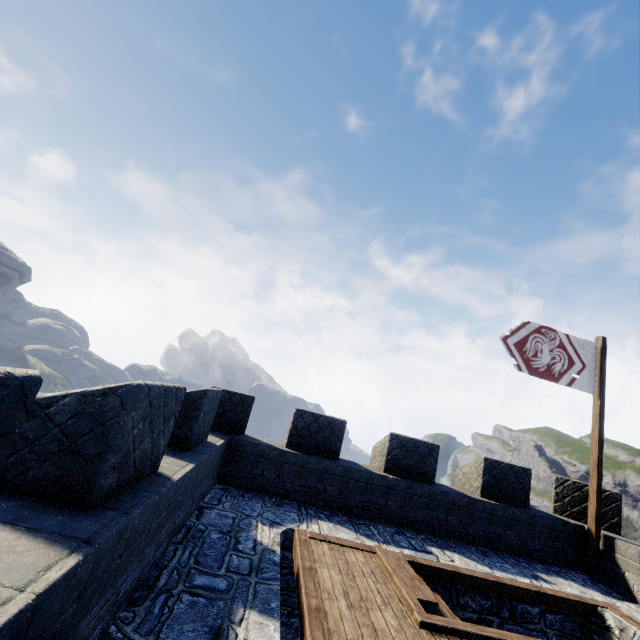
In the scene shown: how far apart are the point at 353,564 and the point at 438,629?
1.5 meters

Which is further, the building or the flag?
the flag

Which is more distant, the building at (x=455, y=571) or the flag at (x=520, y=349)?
the flag at (x=520, y=349)

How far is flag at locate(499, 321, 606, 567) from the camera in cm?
754

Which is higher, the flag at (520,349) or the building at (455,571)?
the flag at (520,349)

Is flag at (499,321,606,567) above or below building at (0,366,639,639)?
above
